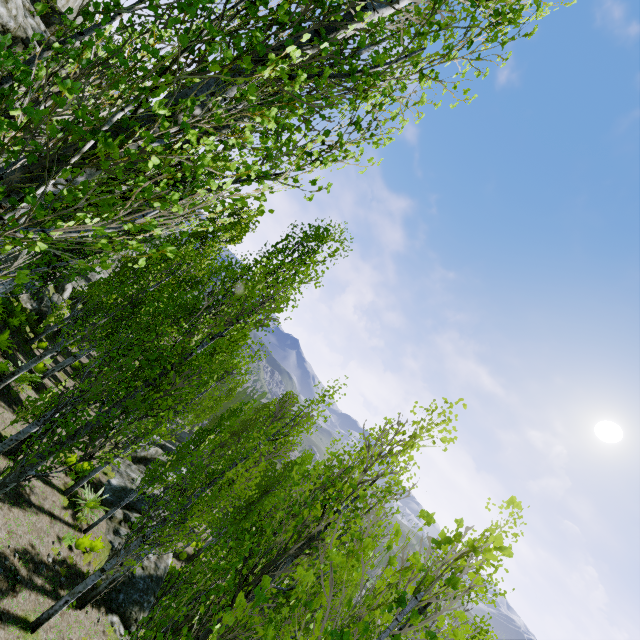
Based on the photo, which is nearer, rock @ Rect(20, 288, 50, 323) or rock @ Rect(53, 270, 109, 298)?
rock @ Rect(20, 288, 50, 323)

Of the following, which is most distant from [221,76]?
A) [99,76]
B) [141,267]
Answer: [141,267]

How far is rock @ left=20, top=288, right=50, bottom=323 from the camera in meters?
18.9 m

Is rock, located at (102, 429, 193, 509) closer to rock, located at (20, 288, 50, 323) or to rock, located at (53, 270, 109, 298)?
rock, located at (20, 288, 50, 323)

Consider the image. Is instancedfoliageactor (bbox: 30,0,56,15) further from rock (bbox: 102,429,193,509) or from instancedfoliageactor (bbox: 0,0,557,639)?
instancedfoliageactor (bbox: 0,0,557,639)

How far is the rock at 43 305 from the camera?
18.86m

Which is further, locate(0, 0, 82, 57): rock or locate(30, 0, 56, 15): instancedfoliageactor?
locate(0, 0, 82, 57): rock

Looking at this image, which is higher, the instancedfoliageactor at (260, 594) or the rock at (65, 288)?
the instancedfoliageactor at (260, 594)
